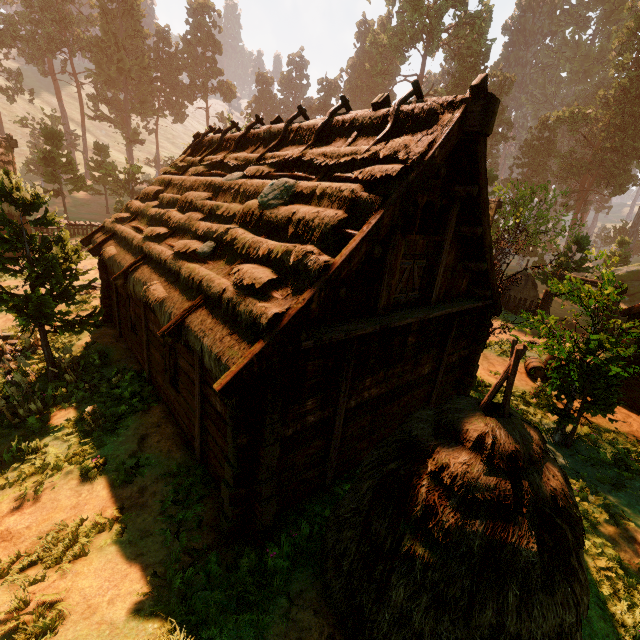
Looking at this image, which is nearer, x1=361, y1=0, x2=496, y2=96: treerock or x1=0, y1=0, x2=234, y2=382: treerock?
x1=0, y1=0, x2=234, y2=382: treerock

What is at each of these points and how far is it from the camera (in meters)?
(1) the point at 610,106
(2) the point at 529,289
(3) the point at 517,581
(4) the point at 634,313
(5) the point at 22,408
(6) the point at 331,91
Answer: (1) treerock, 48.94
(2) hay bale, 24.58
(3) hay bale, 3.19
(4) building, 11.90
(5) treerock, 8.90
(6) treerock, 58.75

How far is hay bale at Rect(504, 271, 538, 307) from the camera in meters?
24.6 m

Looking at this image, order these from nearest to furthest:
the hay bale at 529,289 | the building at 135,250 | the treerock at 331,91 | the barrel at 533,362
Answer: the building at 135,250 → the barrel at 533,362 → the hay bale at 529,289 → the treerock at 331,91

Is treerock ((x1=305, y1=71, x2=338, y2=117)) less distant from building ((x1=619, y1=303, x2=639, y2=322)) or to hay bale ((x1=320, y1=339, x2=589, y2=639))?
building ((x1=619, y1=303, x2=639, y2=322))

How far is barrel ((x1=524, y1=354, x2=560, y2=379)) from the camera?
13.20m

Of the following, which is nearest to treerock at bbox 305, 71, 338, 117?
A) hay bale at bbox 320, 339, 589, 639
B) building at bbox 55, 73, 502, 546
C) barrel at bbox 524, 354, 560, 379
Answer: building at bbox 55, 73, 502, 546

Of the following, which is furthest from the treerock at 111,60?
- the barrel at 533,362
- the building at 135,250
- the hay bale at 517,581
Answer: the hay bale at 517,581
